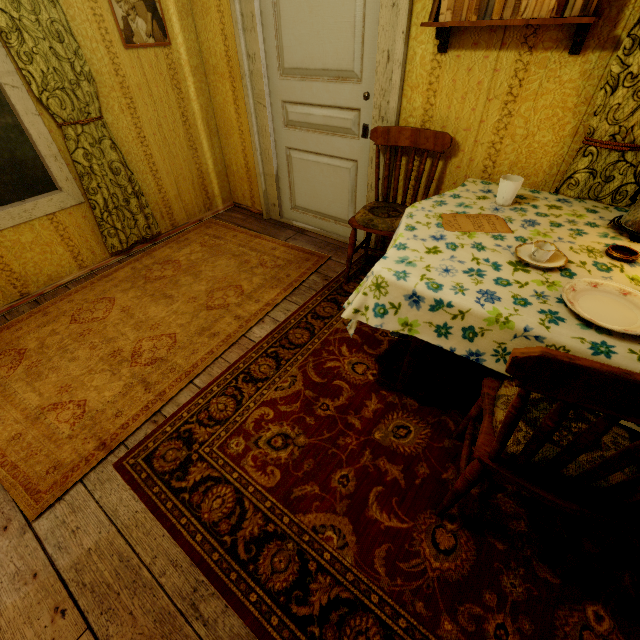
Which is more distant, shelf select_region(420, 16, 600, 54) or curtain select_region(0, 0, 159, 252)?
curtain select_region(0, 0, 159, 252)

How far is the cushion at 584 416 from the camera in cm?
101

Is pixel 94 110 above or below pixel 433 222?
above

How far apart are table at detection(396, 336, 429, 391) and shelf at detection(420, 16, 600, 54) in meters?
1.0

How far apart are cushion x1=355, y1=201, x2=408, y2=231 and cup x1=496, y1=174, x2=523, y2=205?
0.6m

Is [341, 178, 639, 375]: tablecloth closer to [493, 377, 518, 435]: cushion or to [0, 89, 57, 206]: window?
[493, 377, 518, 435]: cushion

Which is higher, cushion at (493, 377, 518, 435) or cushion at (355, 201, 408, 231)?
cushion at (355, 201, 408, 231)

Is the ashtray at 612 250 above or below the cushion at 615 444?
above
